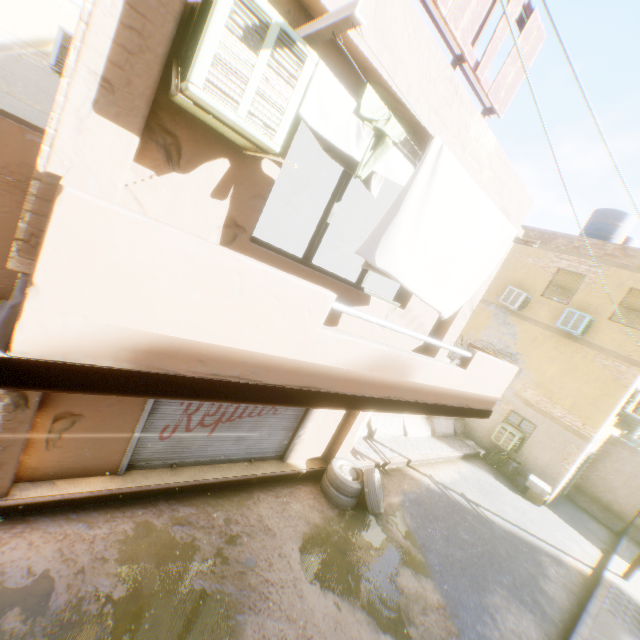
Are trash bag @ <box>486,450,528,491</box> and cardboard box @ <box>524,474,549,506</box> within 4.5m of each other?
yes

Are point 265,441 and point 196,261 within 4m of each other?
no

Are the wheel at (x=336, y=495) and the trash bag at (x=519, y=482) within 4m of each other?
no

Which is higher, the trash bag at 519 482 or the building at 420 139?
the building at 420 139

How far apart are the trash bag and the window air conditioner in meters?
0.2

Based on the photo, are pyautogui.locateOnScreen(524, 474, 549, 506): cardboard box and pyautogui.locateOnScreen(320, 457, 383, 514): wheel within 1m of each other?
no

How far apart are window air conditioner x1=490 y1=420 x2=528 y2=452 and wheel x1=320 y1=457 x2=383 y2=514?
8.2m

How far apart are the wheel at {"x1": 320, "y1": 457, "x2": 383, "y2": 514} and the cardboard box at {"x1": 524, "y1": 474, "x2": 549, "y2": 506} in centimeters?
829cm
